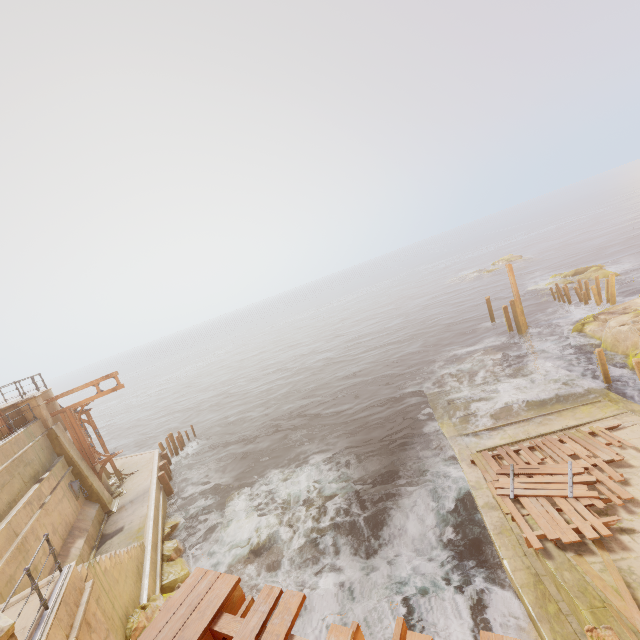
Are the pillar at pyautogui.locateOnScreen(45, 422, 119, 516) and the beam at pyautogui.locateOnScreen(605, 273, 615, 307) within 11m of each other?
no

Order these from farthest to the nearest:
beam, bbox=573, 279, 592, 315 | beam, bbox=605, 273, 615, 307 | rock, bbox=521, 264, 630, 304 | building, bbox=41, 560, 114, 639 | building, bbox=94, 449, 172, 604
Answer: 1. rock, bbox=521, 264, 630, 304
2. beam, bbox=573, 279, 592, 315
3. beam, bbox=605, 273, 615, 307
4. building, bbox=94, 449, 172, 604
5. building, bbox=41, 560, 114, 639

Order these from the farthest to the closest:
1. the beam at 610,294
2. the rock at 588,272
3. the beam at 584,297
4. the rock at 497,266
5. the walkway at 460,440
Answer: the rock at 497,266, the rock at 588,272, the beam at 584,297, the beam at 610,294, the walkway at 460,440

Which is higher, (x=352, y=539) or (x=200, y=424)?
(x=352, y=539)

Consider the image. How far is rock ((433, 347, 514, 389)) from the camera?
20.52m

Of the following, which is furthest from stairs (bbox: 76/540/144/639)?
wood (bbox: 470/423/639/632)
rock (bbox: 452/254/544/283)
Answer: rock (bbox: 452/254/544/283)

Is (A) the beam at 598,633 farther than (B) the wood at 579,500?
No

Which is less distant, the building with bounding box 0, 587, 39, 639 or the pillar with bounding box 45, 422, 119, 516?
the building with bounding box 0, 587, 39, 639
